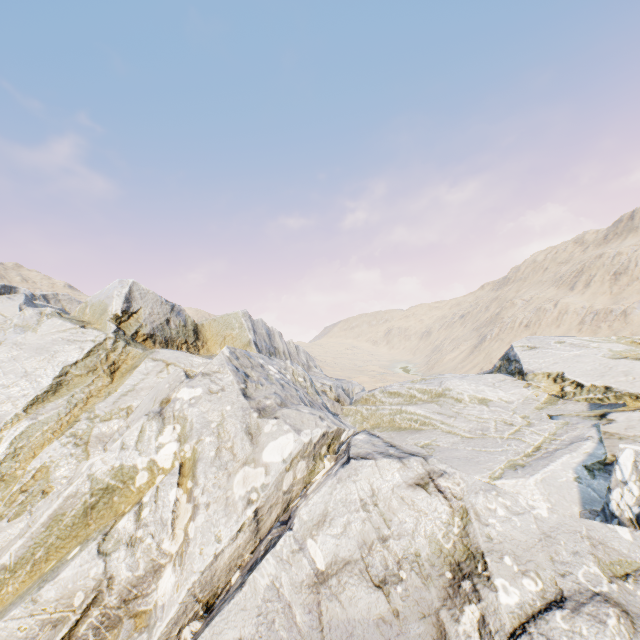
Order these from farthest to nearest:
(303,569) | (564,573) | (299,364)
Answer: (299,364), (303,569), (564,573)
